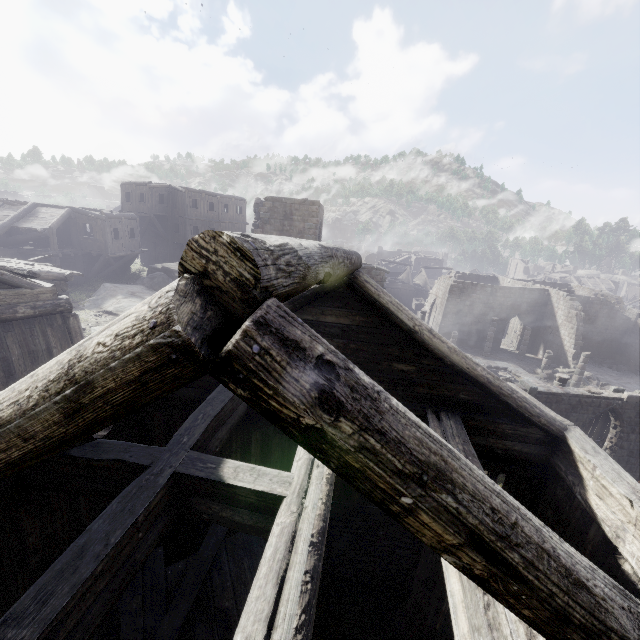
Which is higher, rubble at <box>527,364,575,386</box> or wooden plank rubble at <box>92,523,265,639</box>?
wooden plank rubble at <box>92,523,265,639</box>

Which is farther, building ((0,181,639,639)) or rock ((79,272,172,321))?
rock ((79,272,172,321))

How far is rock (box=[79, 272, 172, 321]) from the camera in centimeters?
1871cm

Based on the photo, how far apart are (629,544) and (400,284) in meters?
46.3

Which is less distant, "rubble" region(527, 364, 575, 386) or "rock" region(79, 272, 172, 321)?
"rock" region(79, 272, 172, 321)

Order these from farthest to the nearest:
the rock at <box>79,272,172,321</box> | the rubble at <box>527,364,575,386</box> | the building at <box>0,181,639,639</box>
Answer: the rubble at <box>527,364,575,386</box>, the rock at <box>79,272,172,321</box>, the building at <box>0,181,639,639</box>

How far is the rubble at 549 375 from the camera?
27.0m

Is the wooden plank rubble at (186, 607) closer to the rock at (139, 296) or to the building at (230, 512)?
the building at (230, 512)
